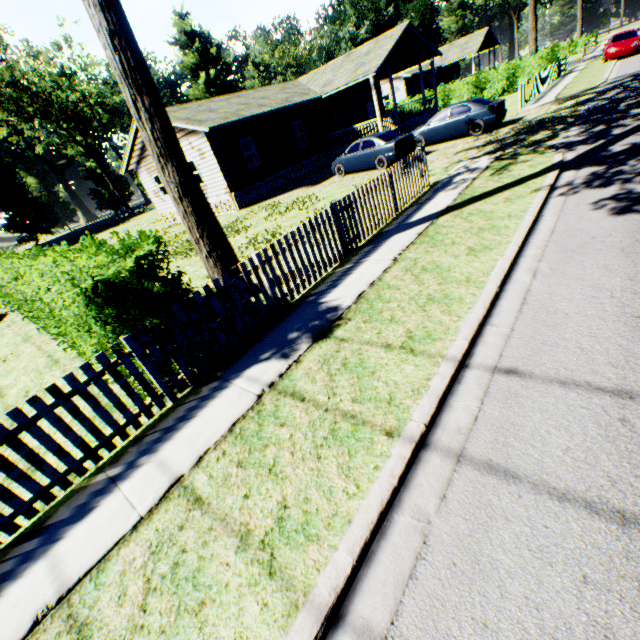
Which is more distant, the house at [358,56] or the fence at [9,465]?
the house at [358,56]

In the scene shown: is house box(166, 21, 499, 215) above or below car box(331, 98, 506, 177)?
above

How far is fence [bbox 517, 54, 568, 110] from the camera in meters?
18.4 m

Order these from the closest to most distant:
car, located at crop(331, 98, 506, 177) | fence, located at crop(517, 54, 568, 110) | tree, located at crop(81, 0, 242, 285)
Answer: tree, located at crop(81, 0, 242, 285), car, located at crop(331, 98, 506, 177), fence, located at crop(517, 54, 568, 110)

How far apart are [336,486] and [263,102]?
24.5 meters

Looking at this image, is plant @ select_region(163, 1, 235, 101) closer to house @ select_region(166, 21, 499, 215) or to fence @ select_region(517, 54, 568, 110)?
fence @ select_region(517, 54, 568, 110)

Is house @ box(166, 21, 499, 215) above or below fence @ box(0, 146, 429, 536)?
above

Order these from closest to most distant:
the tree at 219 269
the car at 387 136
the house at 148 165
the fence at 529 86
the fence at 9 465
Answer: the fence at 9 465 → the tree at 219 269 → the car at 387 136 → the fence at 529 86 → the house at 148 165
